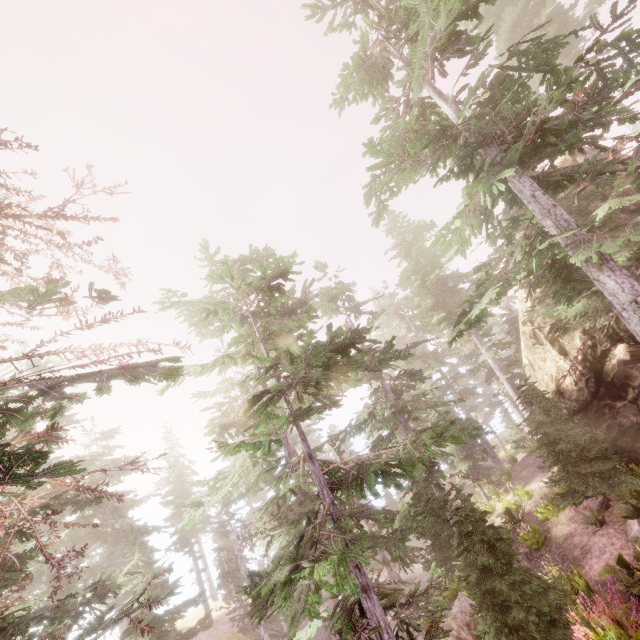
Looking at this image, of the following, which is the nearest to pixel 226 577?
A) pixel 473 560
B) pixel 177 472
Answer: pixel 177 472

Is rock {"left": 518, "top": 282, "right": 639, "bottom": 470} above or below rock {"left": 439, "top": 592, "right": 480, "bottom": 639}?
above

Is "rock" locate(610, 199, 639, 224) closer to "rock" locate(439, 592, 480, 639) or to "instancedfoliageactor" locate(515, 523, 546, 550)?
"instancedfoliageactor" locate(515, 523, 546, 550)

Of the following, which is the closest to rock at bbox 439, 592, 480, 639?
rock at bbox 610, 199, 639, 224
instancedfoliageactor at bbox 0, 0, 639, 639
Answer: instancedfoliageactor at bbox 0, 0, 639, 639

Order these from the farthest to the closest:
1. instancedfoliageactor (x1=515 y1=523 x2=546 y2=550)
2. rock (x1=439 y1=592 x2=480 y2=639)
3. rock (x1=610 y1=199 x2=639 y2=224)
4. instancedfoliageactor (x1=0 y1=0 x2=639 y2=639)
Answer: instancedfoliageactor (x1=515 y1=523 x2=546 y2=550)
rock (x1=439 y1=592 x2=480 y2=639)
rock (x1=610 y1=199 x2=639 y2=224)
instancedfoliageactor (x1=0 y1=0 x2=639 y2=639)

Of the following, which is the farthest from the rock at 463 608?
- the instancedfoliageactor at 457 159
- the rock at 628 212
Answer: the rock at 628 212

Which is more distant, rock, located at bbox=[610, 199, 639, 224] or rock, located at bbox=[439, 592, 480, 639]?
rock, located at bbox=[439, 592, 480, 639]
